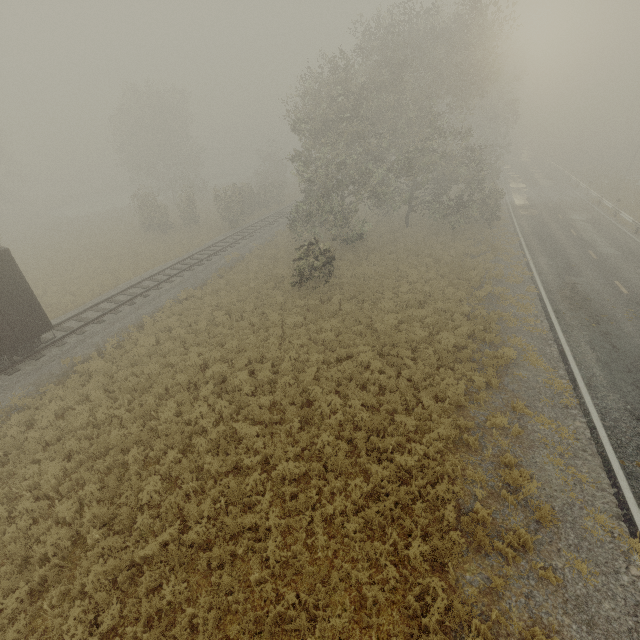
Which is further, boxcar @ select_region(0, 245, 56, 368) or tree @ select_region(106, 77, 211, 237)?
tree @ select_region(106, 77, 211, 237)

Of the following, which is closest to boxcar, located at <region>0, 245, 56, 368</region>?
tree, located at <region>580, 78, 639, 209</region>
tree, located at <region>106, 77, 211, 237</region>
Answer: tree, located at <region>106, 77, 211, 237</region>

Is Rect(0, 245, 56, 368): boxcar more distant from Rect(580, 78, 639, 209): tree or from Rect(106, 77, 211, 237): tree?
Rect(580, 78, 639, 209): tree

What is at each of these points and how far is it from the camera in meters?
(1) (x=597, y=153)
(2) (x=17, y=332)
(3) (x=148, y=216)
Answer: (1) tree, 54.4 m
(2) boxcar, 12.9 m
(3) tree, 32.3 m

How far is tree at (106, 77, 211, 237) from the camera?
33.3 meters

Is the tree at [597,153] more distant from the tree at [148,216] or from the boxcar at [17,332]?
the boxcar at [17,332]

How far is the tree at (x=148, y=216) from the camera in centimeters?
3331cm
